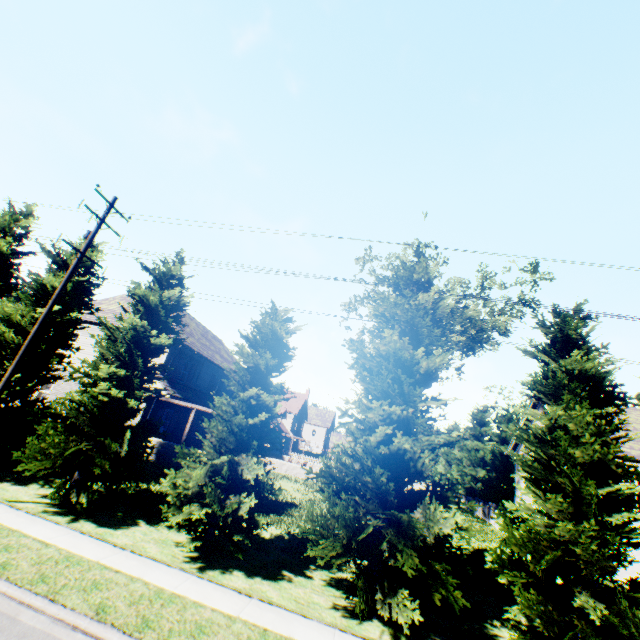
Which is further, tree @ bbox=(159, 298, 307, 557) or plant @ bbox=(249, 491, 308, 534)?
plant @ bbox=(249, 491, 308, 534)

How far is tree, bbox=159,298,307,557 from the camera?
9.94m

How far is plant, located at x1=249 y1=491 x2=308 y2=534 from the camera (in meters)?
14.60

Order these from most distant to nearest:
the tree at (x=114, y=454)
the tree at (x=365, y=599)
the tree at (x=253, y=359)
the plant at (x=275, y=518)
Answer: the plant at (x=275, y=518) → the tree at (x=114, y=454) → the tree at (x=253, y=359) → the tree at (x=365, y=599)

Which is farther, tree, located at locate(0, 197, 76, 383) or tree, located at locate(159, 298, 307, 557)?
tree, located at locate(0, 197, 76, 383)

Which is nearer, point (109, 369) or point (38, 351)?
point (109, 369)

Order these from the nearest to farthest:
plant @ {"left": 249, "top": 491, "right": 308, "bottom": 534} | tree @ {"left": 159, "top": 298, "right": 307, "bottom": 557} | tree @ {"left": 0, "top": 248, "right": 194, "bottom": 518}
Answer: tree @ {"left": 159, "top": 298, "right": 307, "bottom": 557} < tree @ {"left": 0, "top": 248, "right": 194, "bottom": 518} < plant @ {"left": 249, "top": 491, "right": 308, "bottom": 534}

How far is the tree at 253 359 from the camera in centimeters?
994cm
